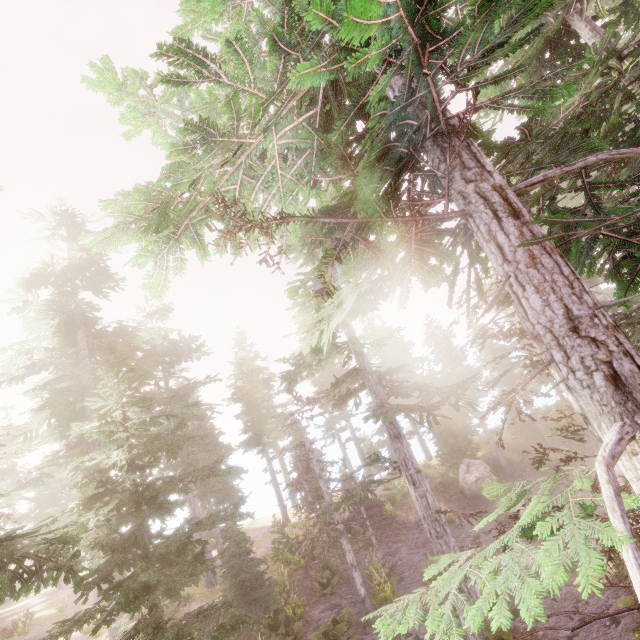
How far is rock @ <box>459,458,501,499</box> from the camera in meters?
22.6

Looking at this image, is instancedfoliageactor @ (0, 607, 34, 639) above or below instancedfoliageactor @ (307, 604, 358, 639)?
above

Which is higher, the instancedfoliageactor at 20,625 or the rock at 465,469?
the instancedfoliageactor at 20,625

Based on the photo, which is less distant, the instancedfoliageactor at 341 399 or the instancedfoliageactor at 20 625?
the instancedfoliageactor at 341 399

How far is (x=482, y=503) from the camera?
21.83m

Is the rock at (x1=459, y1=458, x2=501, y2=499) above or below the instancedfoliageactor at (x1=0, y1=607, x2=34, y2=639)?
below
